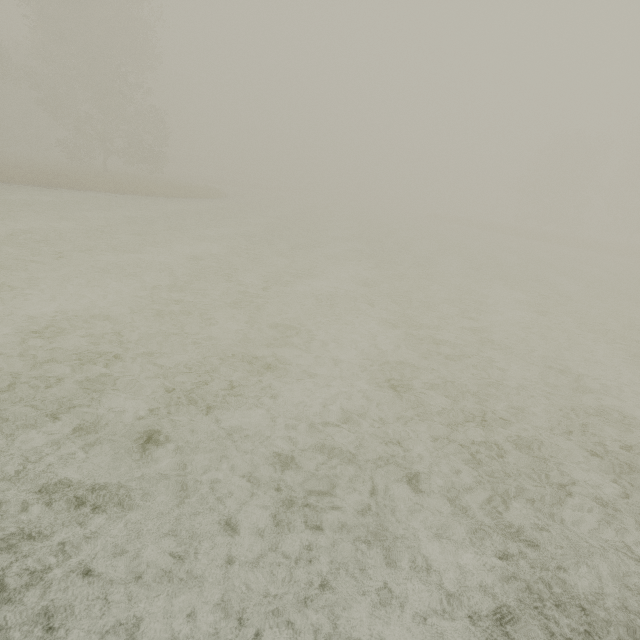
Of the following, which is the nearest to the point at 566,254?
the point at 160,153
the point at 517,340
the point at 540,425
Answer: the point at 517,340
